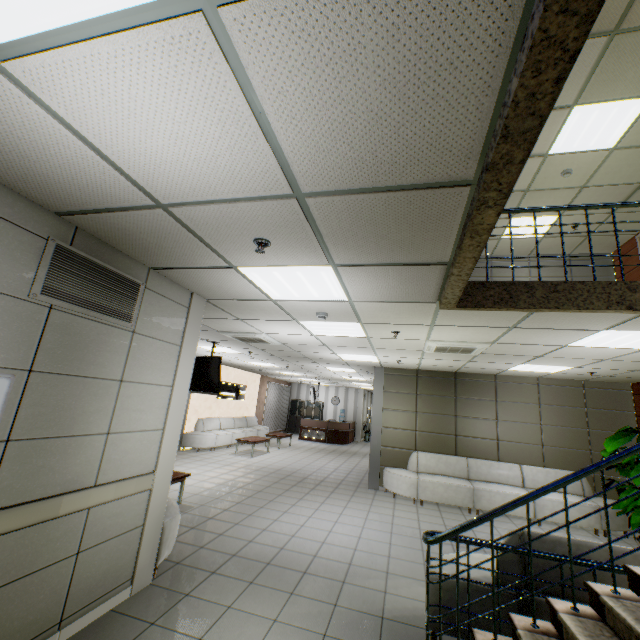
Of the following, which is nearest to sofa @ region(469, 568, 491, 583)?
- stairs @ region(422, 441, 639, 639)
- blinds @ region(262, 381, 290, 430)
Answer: stairs @ region(422, 441, 639, 639)

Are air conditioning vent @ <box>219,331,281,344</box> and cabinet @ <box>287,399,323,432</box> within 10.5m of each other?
no

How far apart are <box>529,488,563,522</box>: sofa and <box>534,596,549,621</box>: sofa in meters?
4.0 m

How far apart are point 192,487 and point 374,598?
5.0m

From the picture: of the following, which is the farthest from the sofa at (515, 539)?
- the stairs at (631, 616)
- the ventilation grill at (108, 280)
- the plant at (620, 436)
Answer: the ventilation grill at (108, 280)

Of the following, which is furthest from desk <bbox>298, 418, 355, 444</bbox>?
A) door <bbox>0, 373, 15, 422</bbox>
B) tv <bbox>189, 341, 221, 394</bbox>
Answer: door <bbox>0, 373, 15, 422</bbox>

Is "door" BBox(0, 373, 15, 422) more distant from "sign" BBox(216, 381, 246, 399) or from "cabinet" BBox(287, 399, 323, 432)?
"cabinet" BBox(287, 399, 323, 432)

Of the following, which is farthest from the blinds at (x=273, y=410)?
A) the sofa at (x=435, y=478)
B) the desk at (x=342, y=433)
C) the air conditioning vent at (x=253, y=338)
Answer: the air conditioning vent at (x=253, y=338)
